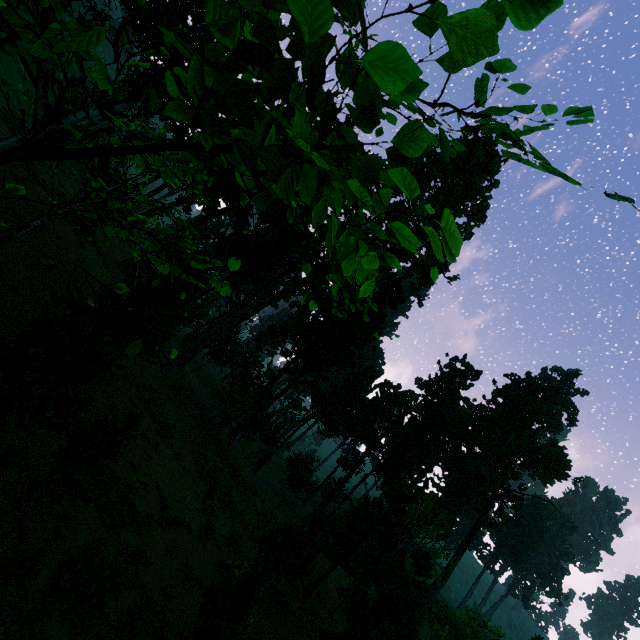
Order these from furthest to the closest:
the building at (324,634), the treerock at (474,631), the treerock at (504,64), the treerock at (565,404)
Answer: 1. the treerock at (565,404)
2. the treerock at (474,631)
3. the building at (324,634)
4. the treerock at (504,64)

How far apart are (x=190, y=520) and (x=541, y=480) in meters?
58.1 m

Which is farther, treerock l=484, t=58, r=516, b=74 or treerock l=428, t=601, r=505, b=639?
treerock l=428, t=601, r=505, b=639

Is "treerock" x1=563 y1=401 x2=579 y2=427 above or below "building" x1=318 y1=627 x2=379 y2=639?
above

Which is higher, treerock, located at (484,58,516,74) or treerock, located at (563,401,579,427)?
treerock, located at (563,401,579,427)

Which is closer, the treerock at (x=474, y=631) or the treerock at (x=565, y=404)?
the treerock at (x=474, y=631)

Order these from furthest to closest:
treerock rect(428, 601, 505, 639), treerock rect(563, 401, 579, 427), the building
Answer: treerock rect(563, 401, 579, 427) < treerock rect(428, 601, 505, 639) < the building

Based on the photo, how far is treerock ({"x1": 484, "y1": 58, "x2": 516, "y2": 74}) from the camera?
1.81m
